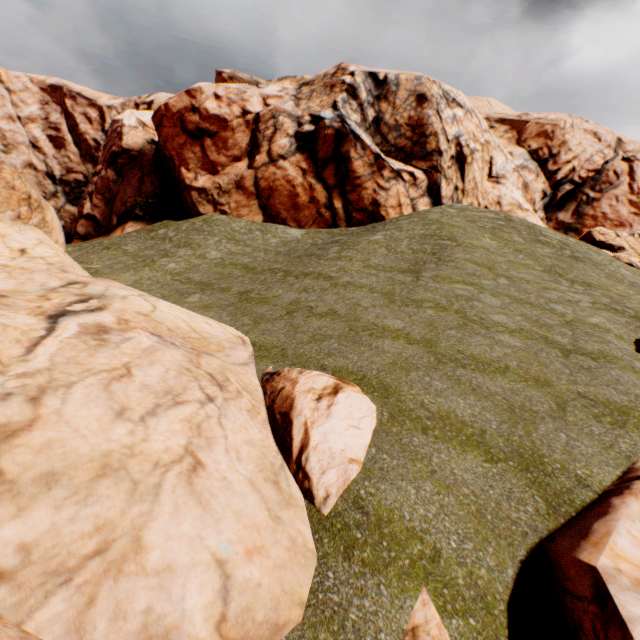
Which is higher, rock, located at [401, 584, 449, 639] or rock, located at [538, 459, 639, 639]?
rock, located at [538, 459, 639, 639]

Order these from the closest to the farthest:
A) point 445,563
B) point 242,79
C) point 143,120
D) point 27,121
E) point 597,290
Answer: point 445,563, point 597,290, point 143,120, point 27,121, point 242,79

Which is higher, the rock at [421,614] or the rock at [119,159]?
the rock at [119,159]
